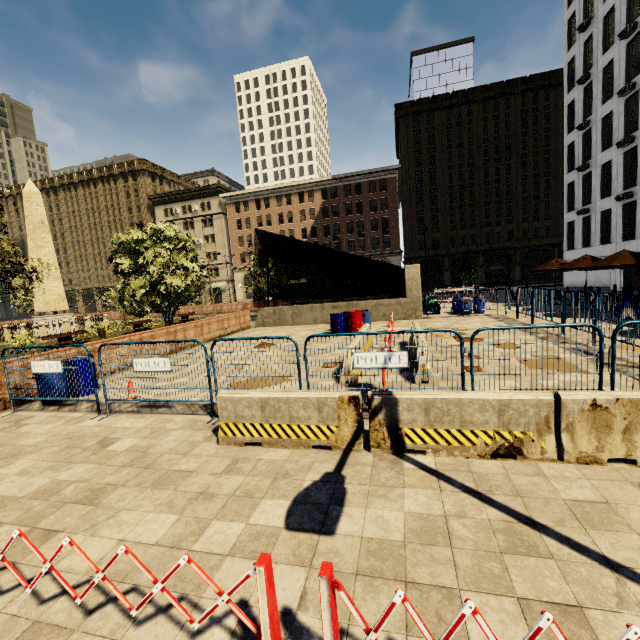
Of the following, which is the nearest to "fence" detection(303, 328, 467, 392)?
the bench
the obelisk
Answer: the bench

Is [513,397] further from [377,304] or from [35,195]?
[35,195]

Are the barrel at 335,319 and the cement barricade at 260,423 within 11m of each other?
yes

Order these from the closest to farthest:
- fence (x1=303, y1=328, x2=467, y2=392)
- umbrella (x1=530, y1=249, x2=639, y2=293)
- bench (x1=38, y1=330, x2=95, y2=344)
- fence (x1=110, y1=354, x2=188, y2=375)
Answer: fence (x1=303, y1=328, x2=467, y2=392), fence (x1=110, y1=354, x2=188, y2=375), umbrella (x1=530, y1=249, x2=639, y2=293), bench (x1=38, y1=330, x2=95, y2=344)

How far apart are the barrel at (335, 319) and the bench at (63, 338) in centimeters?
1503cm

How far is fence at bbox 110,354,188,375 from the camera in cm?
657

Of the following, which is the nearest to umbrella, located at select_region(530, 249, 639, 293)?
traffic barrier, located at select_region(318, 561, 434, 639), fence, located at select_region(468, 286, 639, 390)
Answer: fence, located at select_region(468, 286, 639, 390)

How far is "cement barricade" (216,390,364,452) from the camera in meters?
4.8
